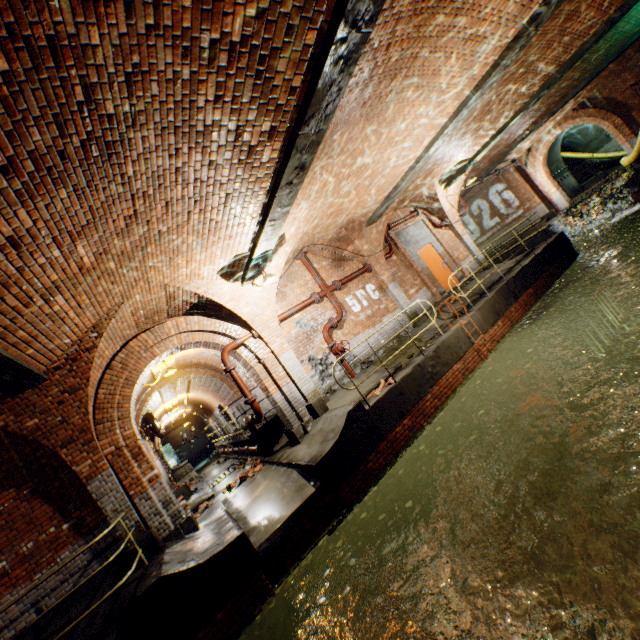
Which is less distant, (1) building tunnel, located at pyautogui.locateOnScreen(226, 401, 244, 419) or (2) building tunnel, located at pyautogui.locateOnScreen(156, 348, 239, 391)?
(2) building tunnel, located at pyautogui.locateOnScreen(156, 348, 239, 391)

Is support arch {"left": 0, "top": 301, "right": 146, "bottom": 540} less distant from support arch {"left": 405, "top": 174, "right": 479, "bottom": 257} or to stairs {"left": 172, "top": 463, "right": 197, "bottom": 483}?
stairs {"left": 172, "top": 463, "right": 197, "bottom": 483}

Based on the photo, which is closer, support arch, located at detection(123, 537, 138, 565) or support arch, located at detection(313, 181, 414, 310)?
support arch, located at detection(123, 537, 138, 565)

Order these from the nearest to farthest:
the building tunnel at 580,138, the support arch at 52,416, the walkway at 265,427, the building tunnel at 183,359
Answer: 1. the support arch at 52,416
2. the walkway at 265,427
3. the building tunnel at 183,359
4. the building tunnel at 580,138

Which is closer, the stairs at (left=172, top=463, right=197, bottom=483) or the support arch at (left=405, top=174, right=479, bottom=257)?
the support arch at (left=405, top=174, right=479, bottom=257)

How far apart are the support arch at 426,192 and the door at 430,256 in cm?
164

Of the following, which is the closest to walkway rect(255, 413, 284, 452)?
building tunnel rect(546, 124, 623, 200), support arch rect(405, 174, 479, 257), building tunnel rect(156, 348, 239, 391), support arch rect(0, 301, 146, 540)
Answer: building tunnel rect(156, 348, 239, 391)

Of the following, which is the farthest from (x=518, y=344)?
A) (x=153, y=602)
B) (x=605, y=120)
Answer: (x=605, y=120)
